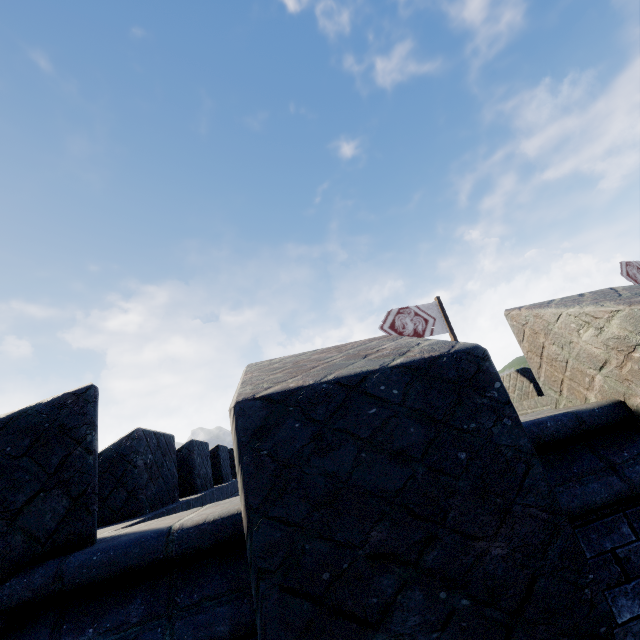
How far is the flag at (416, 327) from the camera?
12.61m

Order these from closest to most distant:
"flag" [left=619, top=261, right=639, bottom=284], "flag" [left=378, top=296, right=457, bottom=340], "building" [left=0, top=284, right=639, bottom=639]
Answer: "building" [left=0, top=284, right=639, bottom=639] → "flag" [left=378, top=296, right=457, bottom=340] → "flag" [left=619, top=261, right=639, bottom=284]

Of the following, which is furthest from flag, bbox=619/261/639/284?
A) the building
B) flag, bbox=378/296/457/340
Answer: flag, bbox=378/296/457/340

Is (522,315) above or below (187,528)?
above

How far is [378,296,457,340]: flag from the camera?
12.6m

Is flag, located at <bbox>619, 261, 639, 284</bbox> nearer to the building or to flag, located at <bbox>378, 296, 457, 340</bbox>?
the building

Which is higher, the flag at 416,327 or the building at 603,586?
the flag at 416,327
